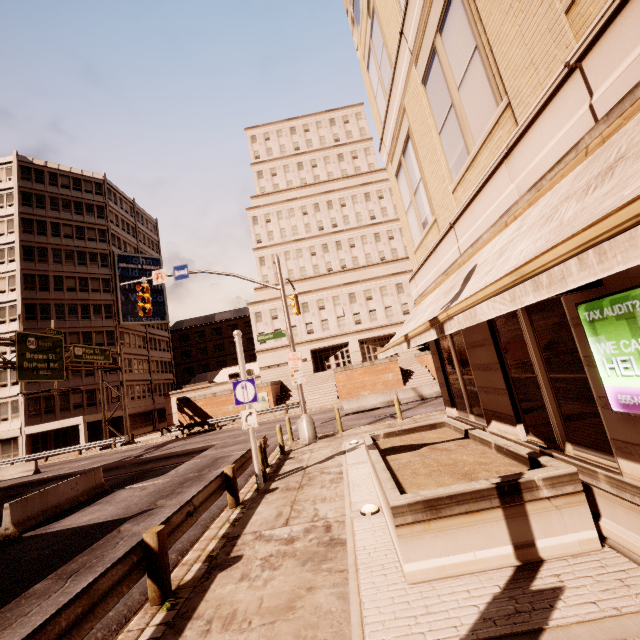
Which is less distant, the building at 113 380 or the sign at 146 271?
the building at 113 380

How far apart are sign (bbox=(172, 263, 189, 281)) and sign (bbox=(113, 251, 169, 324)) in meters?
34.2 m

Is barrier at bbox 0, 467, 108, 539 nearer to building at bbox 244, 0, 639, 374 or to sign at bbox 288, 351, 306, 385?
sign at bbox 288, 351, 306, 385

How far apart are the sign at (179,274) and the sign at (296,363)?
6.4m

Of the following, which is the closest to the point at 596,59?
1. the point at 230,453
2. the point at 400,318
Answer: the point at 230,453

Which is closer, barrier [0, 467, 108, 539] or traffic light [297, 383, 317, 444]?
barrier [0, 467, 108, 539]

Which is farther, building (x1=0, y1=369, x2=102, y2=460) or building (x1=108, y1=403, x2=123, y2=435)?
building (x1=108, y1=403, x2=123, y2=435)

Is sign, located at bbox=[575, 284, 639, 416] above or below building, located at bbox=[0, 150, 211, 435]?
below
